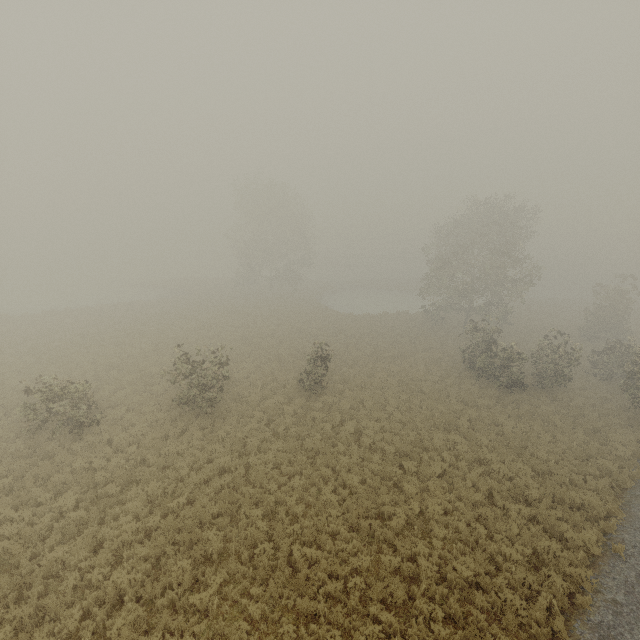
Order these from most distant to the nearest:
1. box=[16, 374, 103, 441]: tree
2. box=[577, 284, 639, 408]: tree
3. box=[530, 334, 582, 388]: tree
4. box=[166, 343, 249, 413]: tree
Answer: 1. box=[530, 334, 582, 388]: tree
2. box=[577, 284, 639, 408]: tree
3. box=[166, 343, 249, 413]: tree
4. box=[16, 374, 103, 441]: tree

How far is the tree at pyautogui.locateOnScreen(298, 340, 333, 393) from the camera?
19.2m

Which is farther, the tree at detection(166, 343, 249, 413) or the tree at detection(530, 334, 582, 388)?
the tree at detection(530, 334, 582, 388)

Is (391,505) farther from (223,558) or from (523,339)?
(523,339)

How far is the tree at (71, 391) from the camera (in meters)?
13.97
